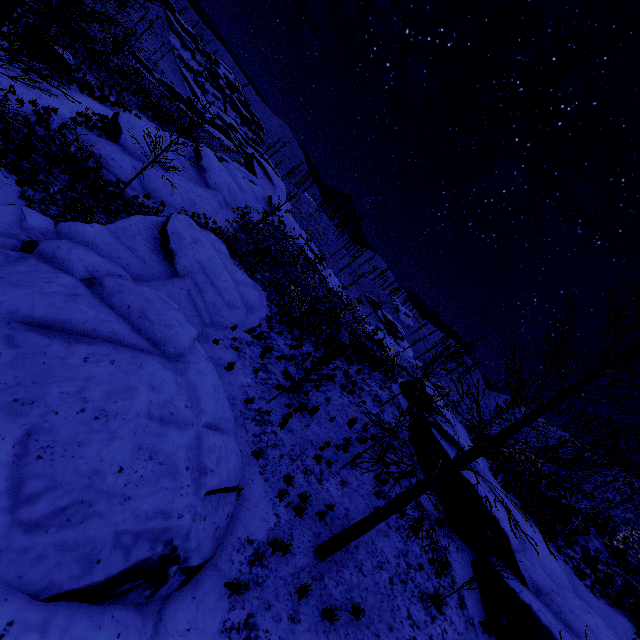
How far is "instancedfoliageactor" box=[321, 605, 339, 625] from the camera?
6.74m

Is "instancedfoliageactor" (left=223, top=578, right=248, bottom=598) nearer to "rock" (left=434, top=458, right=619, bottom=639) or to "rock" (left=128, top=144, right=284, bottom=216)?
"rock" (left=434, top=458, right=619, bottom=639)

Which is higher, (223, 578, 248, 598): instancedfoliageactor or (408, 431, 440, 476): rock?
(408, 431, 440, 476): rock

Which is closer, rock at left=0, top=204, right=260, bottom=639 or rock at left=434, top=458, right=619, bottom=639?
rock at left=0, top=204, right=260, bottom=639

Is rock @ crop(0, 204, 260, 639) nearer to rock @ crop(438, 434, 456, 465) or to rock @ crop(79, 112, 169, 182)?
rock @ crop(79, 112, 169, 182)

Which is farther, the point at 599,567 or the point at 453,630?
the point at 599,567

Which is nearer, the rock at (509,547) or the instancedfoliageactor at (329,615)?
the instancedfoliageactor at (329,615)

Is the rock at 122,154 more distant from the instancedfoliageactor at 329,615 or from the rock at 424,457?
the rock at 424,457
